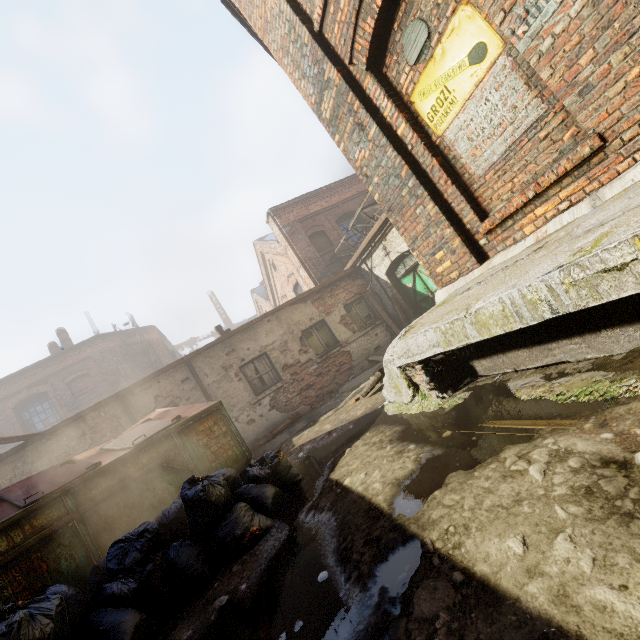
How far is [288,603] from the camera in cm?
186

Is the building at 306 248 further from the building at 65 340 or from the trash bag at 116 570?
the building at 65 340

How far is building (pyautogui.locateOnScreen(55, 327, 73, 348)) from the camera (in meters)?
21.39

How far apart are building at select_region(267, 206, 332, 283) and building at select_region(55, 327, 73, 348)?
17.1m

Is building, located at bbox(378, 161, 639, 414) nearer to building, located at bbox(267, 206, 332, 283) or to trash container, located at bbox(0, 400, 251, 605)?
trash container, located at bbox(0, 400, 251, 605)

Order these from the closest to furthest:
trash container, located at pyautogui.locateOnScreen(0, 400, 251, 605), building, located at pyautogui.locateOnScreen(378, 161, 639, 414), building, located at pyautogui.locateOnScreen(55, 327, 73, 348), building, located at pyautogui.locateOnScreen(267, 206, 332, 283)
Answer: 1. building, located at pyautogui.locateOnScreen(378, 161, 639, 414)
2. trash container, located at pyautogui.locateOnScreen(0, 400, 251, 605)
3. building, located at pyautogui.locateOnScreen(267, 206, 332, 283)
4. building, located at pyautogui.locateOnScreen(55, 327, 73, 348)

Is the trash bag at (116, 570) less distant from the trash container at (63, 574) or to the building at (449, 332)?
the trash container at (63, 574)

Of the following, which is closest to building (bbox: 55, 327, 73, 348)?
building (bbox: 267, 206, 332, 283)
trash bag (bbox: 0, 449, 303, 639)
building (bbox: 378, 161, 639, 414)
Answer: building (bbox: 267, 206, 332, 283)
